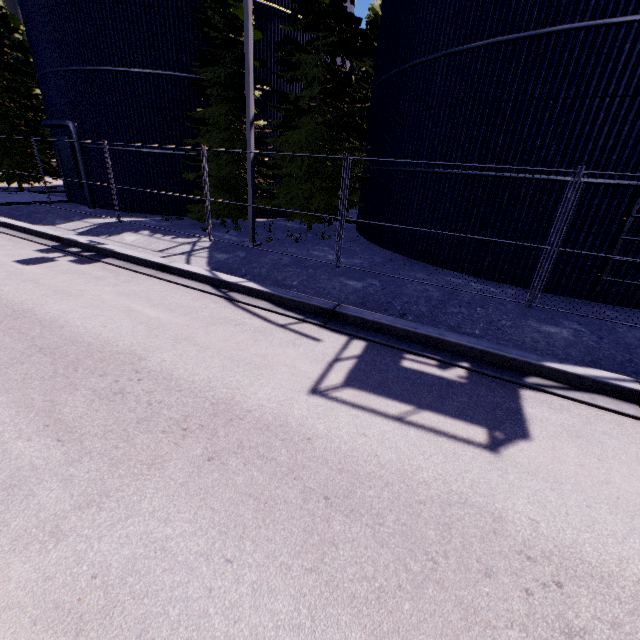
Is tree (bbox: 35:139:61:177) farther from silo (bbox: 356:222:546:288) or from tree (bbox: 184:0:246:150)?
tree (bbox: 184:0:246:150)

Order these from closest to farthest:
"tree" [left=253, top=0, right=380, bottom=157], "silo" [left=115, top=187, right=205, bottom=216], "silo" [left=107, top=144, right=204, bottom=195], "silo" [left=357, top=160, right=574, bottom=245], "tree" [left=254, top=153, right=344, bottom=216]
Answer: "silo" [left=357, top=160, right=574, bottom=245]
"tree" [left=253, top=0, right=380, bottom=157]
"tree" [left=254, top=153, right=344, bottom=216]
"silo" [left=107, top=144, right=204, bottom=195]
"silo" [left=115, top=187, right=205, bottom=216]

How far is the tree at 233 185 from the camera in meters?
13.3

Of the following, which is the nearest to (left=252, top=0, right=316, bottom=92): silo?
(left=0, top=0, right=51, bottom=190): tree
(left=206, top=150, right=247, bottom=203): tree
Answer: (left=206, top=150, right=247, bottom=203): tree

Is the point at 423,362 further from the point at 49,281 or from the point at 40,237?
the point at 40,237

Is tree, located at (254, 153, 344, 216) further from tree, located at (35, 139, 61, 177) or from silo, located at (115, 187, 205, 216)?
tree, located at (35, 139, 61, 177)

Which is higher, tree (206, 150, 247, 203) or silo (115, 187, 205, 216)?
tree (206, 150, 247, 203)

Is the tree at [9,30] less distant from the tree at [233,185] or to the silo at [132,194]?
the silo at [132,194]
